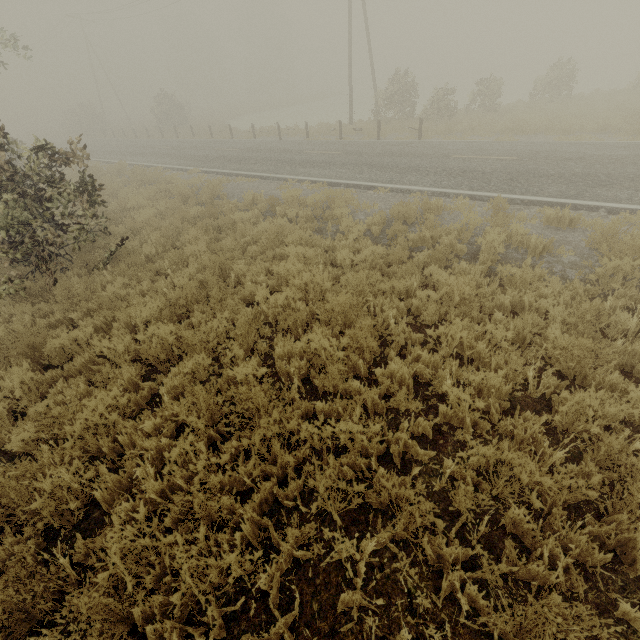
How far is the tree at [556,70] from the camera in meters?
20.1 m

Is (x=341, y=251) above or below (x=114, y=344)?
above

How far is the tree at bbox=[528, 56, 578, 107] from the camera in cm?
2011
